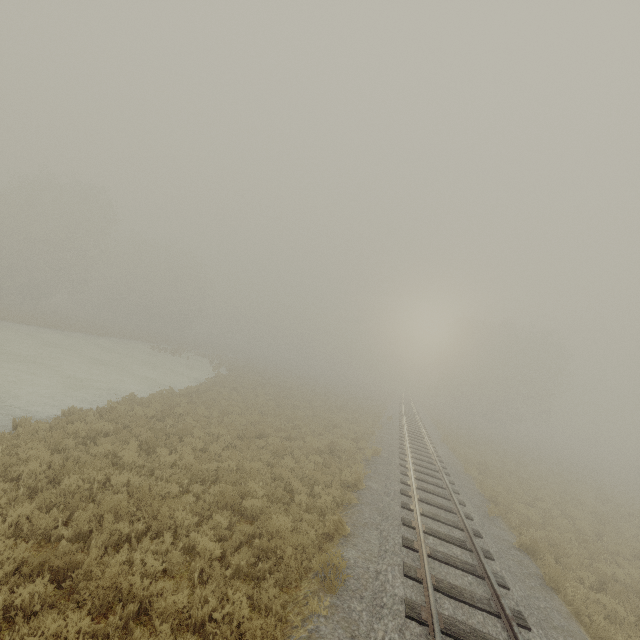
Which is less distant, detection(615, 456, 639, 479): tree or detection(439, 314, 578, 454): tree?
detection(615, 456, 639, 479): tree

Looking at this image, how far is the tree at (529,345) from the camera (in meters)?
47.38

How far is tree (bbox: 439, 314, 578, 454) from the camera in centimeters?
4738cm

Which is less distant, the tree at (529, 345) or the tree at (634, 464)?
the tree at (634, 464)

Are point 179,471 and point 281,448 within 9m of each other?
yes

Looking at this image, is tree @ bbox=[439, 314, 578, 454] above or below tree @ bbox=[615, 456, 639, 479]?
above
